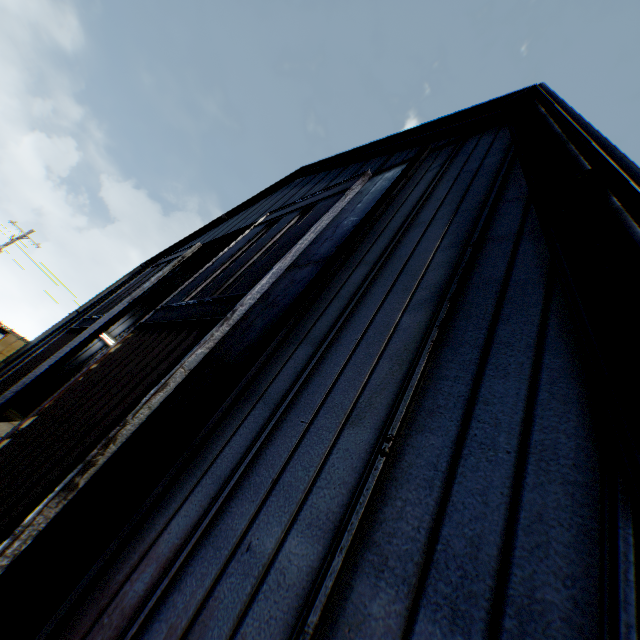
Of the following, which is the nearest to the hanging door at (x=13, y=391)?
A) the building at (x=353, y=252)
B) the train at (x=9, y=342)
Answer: the building at (x=353, y=252)

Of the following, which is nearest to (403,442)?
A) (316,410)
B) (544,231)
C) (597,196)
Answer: (316,410)

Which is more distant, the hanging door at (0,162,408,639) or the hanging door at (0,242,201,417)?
the hanging door at (0,242,201,417)

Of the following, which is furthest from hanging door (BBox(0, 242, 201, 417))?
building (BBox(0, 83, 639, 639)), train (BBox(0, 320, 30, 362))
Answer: train (BBox(0, 320, 30, 362))

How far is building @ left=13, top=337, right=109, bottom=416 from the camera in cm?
1942
